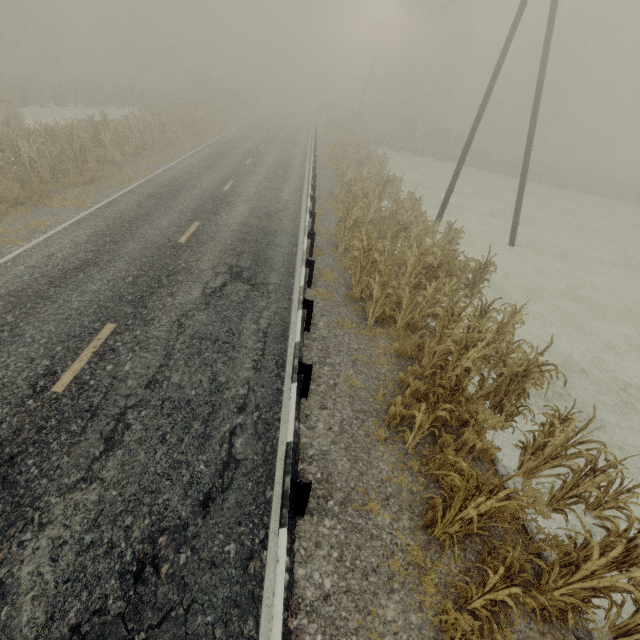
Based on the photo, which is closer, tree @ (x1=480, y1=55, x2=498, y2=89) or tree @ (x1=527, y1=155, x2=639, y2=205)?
tree @ (x1=527, y1=155, x2=639, y2=205)

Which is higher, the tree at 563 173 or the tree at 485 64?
the tree at 485 64

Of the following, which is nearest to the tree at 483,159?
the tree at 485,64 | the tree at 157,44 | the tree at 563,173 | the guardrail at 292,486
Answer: the tree at 485,64

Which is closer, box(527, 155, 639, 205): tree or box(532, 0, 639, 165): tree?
box(527, 155, 639, 205): tree

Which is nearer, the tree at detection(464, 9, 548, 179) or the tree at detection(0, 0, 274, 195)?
the tree at detection(0, 0, 274, 195)

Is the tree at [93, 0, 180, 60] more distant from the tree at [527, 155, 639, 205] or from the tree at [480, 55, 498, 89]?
the tree at [527, 155, 639, 205]

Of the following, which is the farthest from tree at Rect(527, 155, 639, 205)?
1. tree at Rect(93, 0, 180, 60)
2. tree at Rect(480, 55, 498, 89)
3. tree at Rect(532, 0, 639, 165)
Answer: Answer: tree at Rect(93, 0, 180, 60)

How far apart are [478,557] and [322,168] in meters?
23.0
